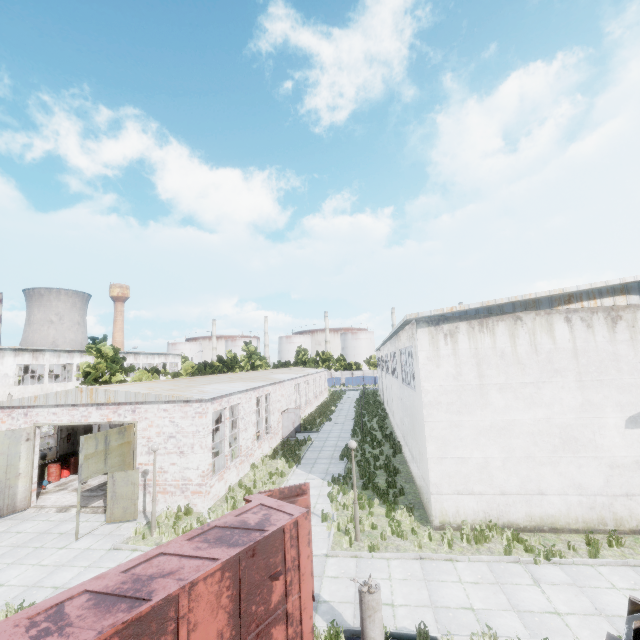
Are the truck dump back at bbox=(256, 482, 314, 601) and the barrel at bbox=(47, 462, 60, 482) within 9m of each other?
no

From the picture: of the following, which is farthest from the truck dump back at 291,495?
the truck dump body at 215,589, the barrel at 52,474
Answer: the barrel at 52,474

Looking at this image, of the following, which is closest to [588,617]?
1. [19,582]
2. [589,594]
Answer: [589,594]

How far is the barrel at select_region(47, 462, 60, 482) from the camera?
19.06m

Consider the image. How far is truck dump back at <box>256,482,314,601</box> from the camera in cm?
855

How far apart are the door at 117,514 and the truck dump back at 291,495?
8.5 meters

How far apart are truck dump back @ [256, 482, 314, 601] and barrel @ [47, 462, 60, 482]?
18.2m

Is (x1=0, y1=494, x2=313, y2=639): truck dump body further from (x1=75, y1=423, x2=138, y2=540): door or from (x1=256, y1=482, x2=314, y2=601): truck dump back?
(x1=75, y1=423, x2=138, y2=540): door
